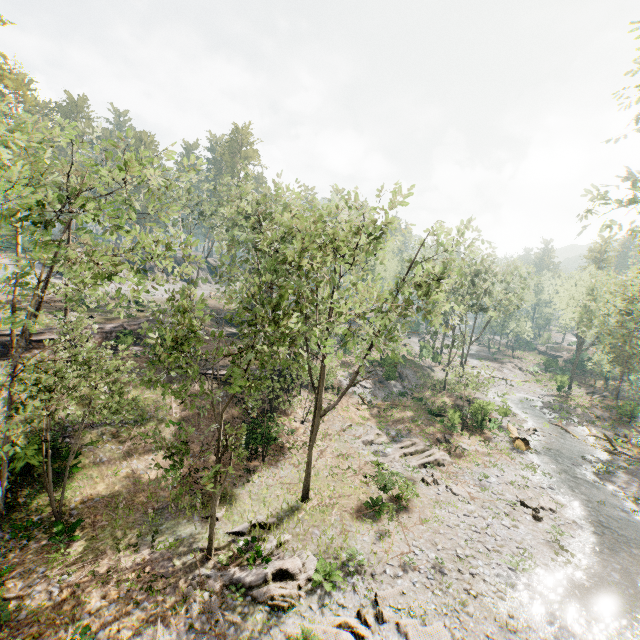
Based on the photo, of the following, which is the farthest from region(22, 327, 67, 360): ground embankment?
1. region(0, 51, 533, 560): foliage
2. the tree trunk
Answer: the tree trunk

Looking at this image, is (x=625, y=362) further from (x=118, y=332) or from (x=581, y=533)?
(x=118, y=332)

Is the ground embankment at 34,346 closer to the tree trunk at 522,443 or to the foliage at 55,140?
the foliage at 55,140

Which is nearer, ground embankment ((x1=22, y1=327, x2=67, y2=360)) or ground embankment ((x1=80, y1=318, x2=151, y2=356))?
ground embankment ((x1=22, y1=327, x2=67, y2=360))

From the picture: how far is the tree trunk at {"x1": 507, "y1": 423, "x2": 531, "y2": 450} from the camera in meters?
28.8

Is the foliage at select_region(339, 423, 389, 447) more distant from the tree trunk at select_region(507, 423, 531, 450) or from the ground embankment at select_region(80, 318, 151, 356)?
the tree trunk at select_region(507, 423, 531, 450)

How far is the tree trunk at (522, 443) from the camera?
28.8 meters
